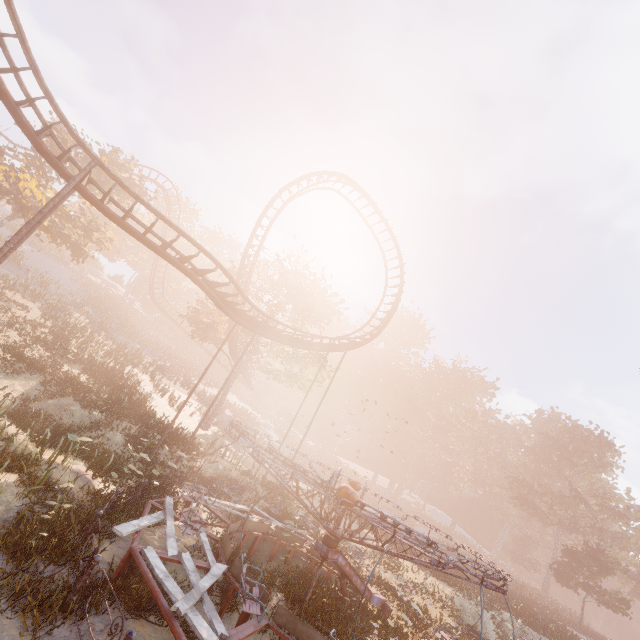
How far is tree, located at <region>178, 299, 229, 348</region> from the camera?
29.20m

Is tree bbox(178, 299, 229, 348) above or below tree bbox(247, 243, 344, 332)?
below

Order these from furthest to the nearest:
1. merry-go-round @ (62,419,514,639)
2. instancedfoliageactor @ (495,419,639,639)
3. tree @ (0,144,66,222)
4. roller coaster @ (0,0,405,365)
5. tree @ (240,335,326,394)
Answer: instancedfoliageactor @ (495,419,639,639) < tree @ (240,335,326,394) < tree @ (0,144,66,222) < roller coaster @ (0,0,405,365) < merry-go-round @ (62,419,514,639)

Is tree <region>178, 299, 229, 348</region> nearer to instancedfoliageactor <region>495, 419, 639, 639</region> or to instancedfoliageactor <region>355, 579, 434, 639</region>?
instancedfoliageactor <region>355, 579, 434, 639</region>

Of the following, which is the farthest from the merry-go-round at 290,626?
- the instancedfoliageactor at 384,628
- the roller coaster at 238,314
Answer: the roller coaster at 238,314

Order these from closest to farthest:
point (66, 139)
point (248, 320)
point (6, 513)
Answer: point (6, 513)
point (248, 320)
point (66, 139)

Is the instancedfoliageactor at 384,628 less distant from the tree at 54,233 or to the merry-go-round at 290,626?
the merry-go-round at 290,626

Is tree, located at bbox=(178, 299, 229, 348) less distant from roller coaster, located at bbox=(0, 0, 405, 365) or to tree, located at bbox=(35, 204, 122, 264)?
roller coaster, located at bbox=(0, 0, 405, 365)
